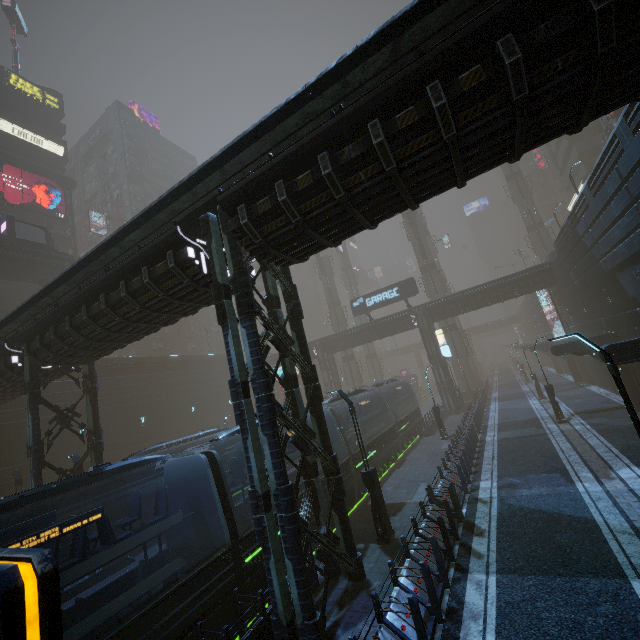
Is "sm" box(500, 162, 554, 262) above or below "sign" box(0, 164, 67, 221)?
below

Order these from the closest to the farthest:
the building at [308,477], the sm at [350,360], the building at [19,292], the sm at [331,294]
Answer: the building at [308,477] < the building at [19,292] < the sm at [350,360] < the sm at [331,294]

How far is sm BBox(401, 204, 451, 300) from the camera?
44.6 meters

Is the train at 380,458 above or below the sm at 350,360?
below

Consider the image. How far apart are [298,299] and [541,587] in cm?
1021

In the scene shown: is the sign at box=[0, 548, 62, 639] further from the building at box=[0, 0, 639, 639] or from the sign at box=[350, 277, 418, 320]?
the sign at box=[350, 277, 418, 320]

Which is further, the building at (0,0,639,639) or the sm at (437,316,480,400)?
the sm at (437,316,480,400)

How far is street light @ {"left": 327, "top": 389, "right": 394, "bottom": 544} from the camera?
11.5m
